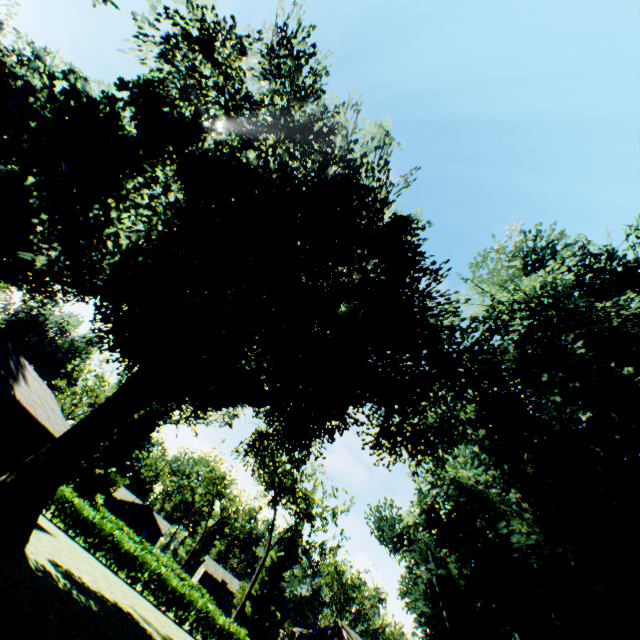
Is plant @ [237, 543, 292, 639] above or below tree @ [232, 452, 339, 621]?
below

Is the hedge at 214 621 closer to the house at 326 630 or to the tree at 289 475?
the house at 326 630

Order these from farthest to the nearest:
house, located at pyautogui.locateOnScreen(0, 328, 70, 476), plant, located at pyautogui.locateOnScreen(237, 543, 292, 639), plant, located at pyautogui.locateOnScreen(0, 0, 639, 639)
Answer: plant, located at pyautogui.locateOnScreen(237, 543, 292, 639) < house, located at pyautogui.locateOnScreen(0, 328, 70, 476) < plant, located at pyautogui.locateOnScreen(0, 0, 639, 639)

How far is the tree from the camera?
37.3 meters

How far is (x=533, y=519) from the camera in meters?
16.9 m

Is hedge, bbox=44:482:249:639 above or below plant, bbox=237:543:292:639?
below

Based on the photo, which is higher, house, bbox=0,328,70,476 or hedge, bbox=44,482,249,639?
house, bbox=0,328,70,476

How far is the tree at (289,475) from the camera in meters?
37.3 m
